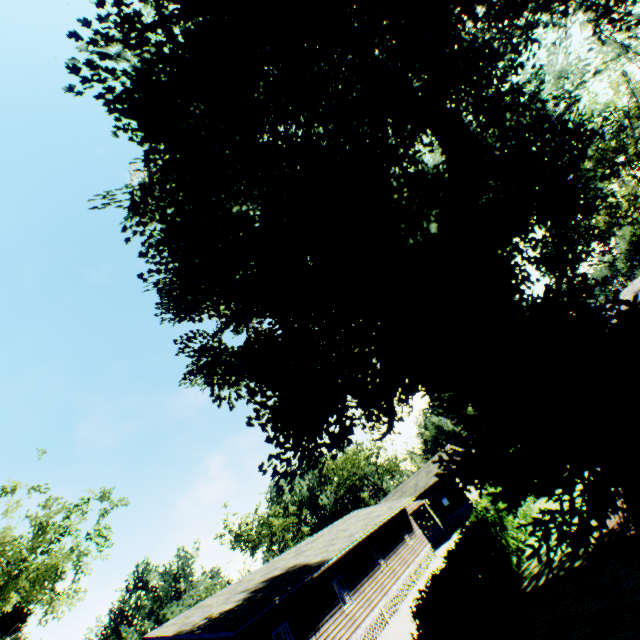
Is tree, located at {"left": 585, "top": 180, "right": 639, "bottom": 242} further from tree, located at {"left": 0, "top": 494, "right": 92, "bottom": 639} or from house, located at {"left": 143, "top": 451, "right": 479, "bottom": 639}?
tree, located at {"left": 0, "top": 494, "right": 92, "bottom": 639}

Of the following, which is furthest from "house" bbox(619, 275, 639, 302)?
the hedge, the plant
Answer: the hedge

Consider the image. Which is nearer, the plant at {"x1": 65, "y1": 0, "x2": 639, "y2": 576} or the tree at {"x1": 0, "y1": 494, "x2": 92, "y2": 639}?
the plant at {"x1": 65, "y1": 0, "x2": 639, "y2": 576}

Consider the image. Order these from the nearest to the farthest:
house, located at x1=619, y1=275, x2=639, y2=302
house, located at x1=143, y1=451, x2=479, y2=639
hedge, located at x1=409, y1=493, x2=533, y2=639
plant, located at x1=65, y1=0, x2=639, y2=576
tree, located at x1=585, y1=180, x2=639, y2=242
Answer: hedge, located at x1=409, y1=493, x2=533, y2=639 → plant, located at x1=65, y1=0, x2=639, y2=576 → house, located at x1=143, y1=451, x2=479, y2=639 → house, located at x1=619, y1=275, x2=639, y2=302 → tree, located at x1=585, y1=180, x2=639, y2=242

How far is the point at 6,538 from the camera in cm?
1664

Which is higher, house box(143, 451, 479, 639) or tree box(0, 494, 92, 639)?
tree box(0, 494, 92, 639)

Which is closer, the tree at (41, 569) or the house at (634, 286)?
the tree at (41, 569)

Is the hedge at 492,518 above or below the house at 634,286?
below
